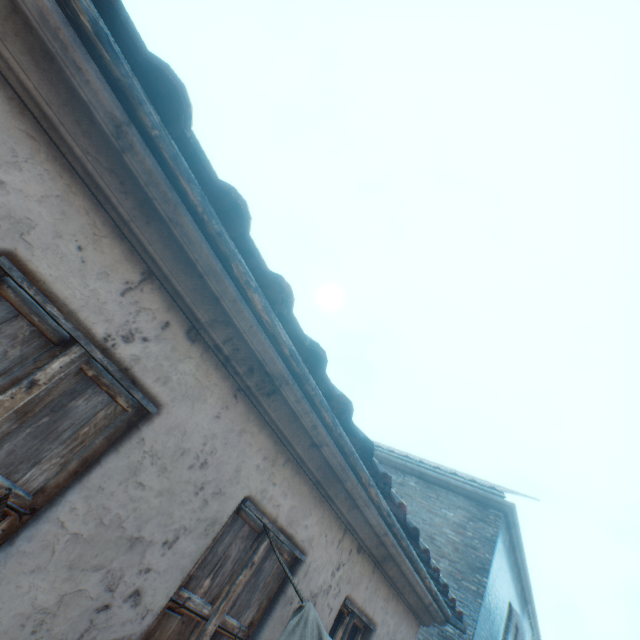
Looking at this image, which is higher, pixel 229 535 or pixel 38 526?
pixel 229 535
